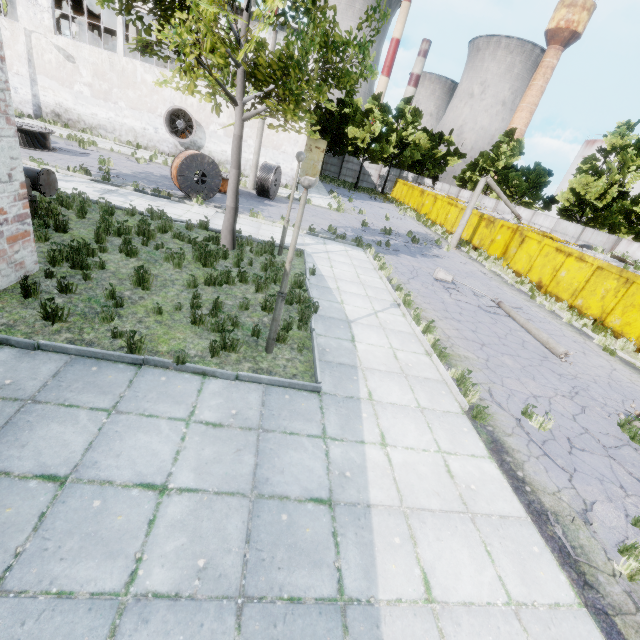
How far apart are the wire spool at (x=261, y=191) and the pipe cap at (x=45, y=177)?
11.5 meters

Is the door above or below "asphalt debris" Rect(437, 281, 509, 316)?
above

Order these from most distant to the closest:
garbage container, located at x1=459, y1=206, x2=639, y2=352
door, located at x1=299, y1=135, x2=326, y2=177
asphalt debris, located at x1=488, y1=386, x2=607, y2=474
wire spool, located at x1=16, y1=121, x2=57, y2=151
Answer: door, located at x1=299, y1=135, x2=326, y2=177
wire spool, located at x1=16, y1=121, x2=57, y2=151
garbage container, located at x1=459, y1=206, x2=639, y2=352
asphalt debris, located at x1=488, y1=386, x2=607, y2=474

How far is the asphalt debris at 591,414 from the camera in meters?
6.8 m

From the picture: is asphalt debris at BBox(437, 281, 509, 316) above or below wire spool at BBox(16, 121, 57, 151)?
below

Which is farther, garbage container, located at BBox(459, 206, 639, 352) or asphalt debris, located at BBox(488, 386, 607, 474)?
garbage container, located at BBox(459, 206, 639, 352)

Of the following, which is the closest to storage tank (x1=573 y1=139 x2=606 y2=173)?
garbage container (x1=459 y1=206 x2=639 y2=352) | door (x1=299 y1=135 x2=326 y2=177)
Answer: garbage container (x1=459 y1=206 x2=639 y2=352)

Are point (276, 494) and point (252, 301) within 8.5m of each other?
yes
